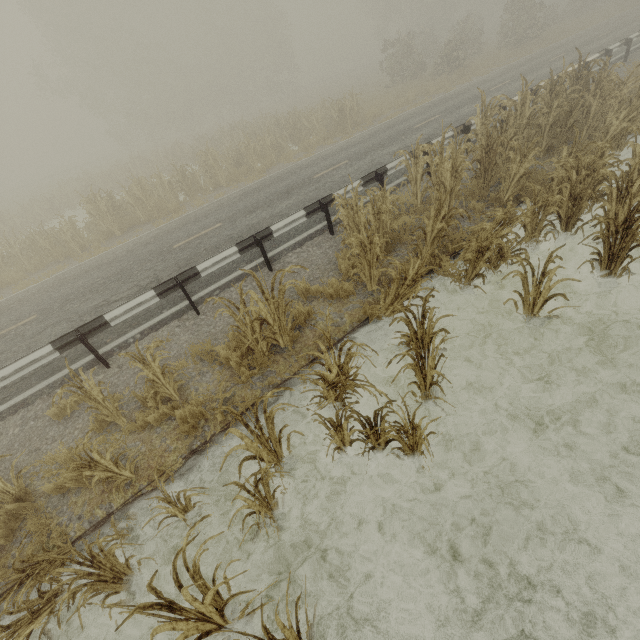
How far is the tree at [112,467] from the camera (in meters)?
3.63

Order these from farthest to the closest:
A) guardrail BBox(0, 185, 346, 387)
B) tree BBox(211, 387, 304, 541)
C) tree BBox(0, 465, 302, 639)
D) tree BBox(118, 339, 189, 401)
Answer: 1. guardrail BBox(0, 185, 346, 387)
2. tree BBox(118, 339, 189, 401)
3. tree BBox(211, 387, 304, 541)
4. tree BBox(0, 465, 302, 639)

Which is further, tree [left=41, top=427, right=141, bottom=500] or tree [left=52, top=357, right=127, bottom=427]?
tree [left=52, top=357, right=127, bottom=427]

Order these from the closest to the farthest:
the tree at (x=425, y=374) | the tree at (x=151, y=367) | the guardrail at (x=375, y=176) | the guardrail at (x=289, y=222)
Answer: the tree at (x=425, y=374) < the tree at (x=151, y=367) < the guardrail at (x=289, y=222) < the guardrail at (x=375, y=176)

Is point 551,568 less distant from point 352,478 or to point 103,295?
point 352,478

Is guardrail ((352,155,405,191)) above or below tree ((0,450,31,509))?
above

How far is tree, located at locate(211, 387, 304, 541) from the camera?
3.5m

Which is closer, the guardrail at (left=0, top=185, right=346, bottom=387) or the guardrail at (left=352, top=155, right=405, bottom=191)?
the guardrail at (left=0, top=185, right=346, bottom=387)
